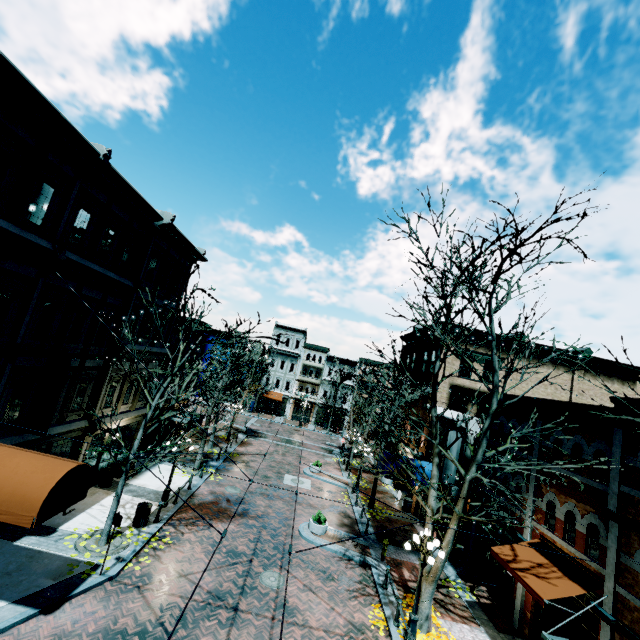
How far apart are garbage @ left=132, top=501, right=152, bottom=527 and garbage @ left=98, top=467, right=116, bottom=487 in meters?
3.6

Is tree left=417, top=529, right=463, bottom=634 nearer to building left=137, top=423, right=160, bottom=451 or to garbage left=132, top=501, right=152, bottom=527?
building left=137, top=423, right=160, bottom=451

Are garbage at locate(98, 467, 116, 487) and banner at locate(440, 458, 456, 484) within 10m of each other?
no

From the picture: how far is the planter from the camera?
16.69m

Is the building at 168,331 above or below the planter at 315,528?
above

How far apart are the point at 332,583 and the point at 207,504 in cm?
799

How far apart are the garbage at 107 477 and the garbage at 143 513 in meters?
3.6 m

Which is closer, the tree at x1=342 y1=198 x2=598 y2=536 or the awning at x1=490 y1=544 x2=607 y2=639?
the awning at x1=490 y1=544 x2=607 y2=639
